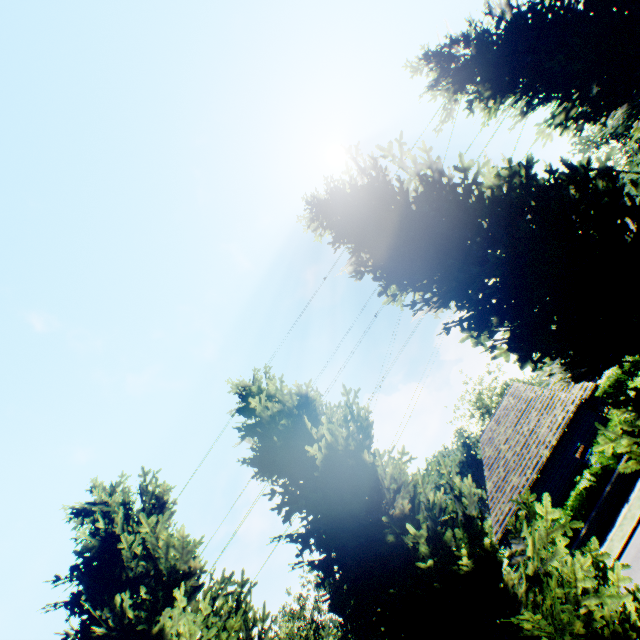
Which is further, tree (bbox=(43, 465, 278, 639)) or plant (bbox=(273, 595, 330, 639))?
plant (bbox=(273, 595, 330, 639))

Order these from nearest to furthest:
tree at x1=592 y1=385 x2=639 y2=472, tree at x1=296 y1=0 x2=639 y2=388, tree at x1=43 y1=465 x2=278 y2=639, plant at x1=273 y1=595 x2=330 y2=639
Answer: tree at x1=592 y1=385 x2=639 y2=472, tree at x1=296 y1=0 x2=639 y2=388, tree at x1=43 y1=465 x2=278 y2=639, plant at x1=273 y1=595 x2=330 y2=639

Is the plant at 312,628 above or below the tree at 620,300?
above

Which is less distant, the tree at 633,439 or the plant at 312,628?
the tree at 633,439

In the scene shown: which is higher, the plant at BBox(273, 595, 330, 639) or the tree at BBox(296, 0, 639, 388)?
the plant at BBox(273, 595, 330, 639)

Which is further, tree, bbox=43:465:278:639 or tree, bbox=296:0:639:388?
tree, bbox=43:465:278:639

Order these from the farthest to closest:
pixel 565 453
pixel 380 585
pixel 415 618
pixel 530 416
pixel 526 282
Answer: pixel 530 416 < pixel 565 453 < pixel 526 282 < pixel 380 585 < pixel 415 618
